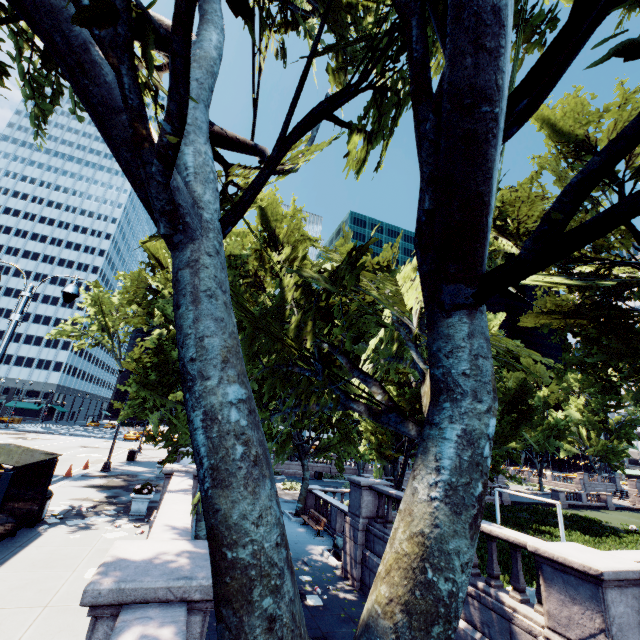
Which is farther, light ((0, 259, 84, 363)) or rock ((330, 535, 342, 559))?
rock ((330, 535, 342, 559))

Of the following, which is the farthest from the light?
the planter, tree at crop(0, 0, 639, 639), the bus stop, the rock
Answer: the rock

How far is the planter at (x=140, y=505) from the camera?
12.91m

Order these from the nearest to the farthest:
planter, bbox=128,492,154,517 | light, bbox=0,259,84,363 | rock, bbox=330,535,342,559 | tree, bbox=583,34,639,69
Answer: tree, bbox=583,34,639,69 → light, bbox=0,259,84,363 → planter, bbox=128,492,154,517 → rock, bbox=330,535,342,559

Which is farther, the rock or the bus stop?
the rock

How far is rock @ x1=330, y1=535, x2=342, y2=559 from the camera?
15.4m

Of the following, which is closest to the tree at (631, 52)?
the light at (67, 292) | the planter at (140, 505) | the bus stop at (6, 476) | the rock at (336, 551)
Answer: the planter at (140, 505)

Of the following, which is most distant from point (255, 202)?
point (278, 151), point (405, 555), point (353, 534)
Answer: point (353, 534)
